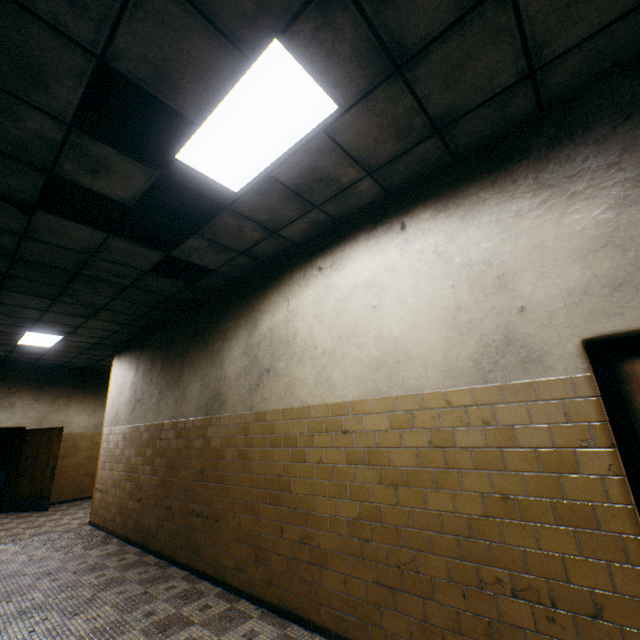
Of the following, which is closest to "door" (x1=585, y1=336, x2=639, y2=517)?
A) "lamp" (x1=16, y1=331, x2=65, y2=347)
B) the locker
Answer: "lamp" (x1=16, y1=331, x2=65, y2=347)

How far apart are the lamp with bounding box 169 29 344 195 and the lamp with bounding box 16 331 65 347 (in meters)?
6.52

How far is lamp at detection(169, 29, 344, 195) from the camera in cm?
209

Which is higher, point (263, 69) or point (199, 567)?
point (263, 69)

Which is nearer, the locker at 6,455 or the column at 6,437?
the locker at 6,455

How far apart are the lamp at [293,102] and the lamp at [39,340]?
6.5m

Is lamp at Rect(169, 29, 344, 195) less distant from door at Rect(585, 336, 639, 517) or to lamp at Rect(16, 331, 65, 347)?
door at Rect(585, 336, 639, 517)

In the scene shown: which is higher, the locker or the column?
the column
